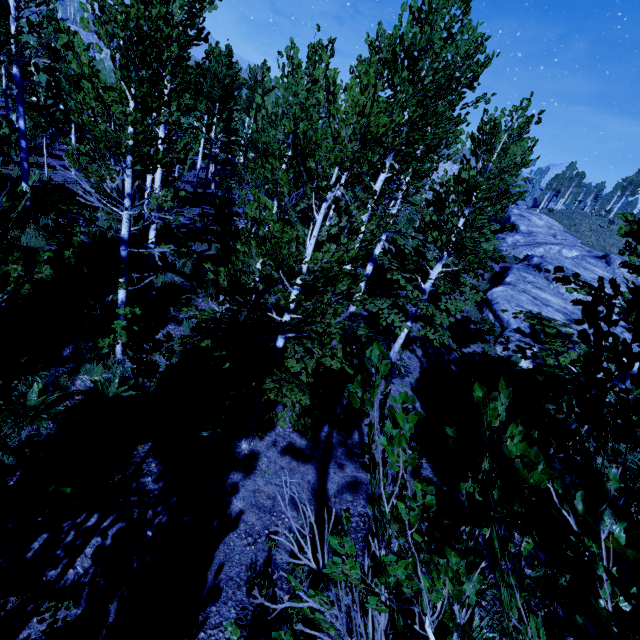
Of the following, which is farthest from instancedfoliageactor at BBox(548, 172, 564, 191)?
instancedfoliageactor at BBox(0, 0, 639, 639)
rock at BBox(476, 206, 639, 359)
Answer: rock at BBox(476, 206, 639, 359)

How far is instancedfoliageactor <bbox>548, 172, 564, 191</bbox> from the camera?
58.7m

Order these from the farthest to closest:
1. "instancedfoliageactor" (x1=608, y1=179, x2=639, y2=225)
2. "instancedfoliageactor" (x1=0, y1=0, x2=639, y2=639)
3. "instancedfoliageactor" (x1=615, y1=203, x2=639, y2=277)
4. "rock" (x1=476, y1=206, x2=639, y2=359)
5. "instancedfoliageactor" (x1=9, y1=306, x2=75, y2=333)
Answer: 1. "instancedfoliageactor" (x1=608, y1=179, x2=639, y2=225)
2. "rock" (x1=476, y1=206, x2=639, y2=359)
3. "instancedfoliageactor" (x1=9, y1=306, x2=75, y2=333)
4. "instancedfoliageactor" (x1=615, y1=203, x2=639, y2=277)
5. "instancedfoliageactor" (x1=0, y1=0, x2=639, y2=639)

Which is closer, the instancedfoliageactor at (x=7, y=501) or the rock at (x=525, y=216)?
the instancedfoliageactor at (x=7, y=501)

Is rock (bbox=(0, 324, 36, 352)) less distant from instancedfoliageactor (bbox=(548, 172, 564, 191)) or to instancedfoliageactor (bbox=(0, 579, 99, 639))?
instancedfoliageactor (bbox=(0, 579, 99, 639))

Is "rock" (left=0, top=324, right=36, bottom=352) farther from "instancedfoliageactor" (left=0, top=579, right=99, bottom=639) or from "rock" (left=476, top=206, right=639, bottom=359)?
"rock" (left=476, top=206, right=639, bottom=359)

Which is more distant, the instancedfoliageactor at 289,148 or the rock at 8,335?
the rock at 8,335

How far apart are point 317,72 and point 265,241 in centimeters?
230cm
